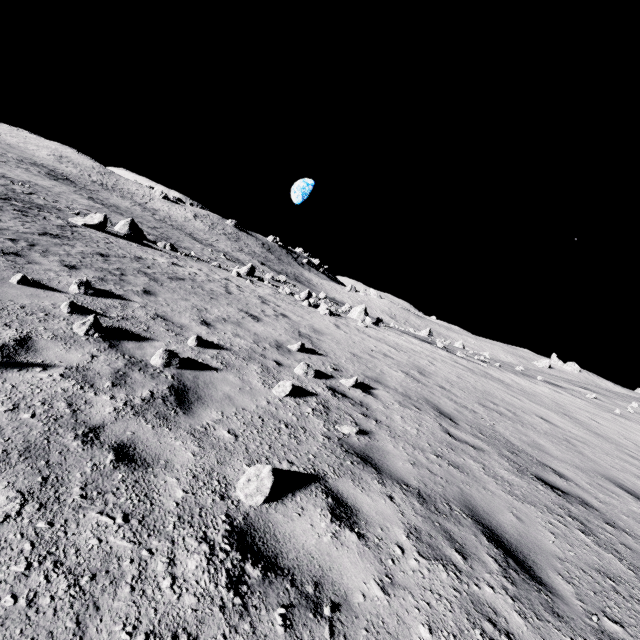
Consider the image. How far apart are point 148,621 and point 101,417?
1.98m

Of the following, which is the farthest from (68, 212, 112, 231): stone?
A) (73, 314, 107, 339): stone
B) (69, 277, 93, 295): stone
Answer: (73, 314, 107, 339): stone

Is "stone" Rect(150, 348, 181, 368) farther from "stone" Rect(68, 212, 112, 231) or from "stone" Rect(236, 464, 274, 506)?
"stone" Rect(68, 212, 112, 231)

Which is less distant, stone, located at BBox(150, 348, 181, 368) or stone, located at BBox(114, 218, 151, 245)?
stone, located at BBox(150, 348, 181, 368)

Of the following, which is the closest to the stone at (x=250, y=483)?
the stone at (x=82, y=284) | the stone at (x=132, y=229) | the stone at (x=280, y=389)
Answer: the stone at (x=280, y=389)

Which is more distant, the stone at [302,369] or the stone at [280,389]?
the stone at [302,369]

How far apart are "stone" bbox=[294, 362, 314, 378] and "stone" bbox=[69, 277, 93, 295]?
4.5 meters

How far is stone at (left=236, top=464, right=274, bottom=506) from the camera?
2.8 meters
